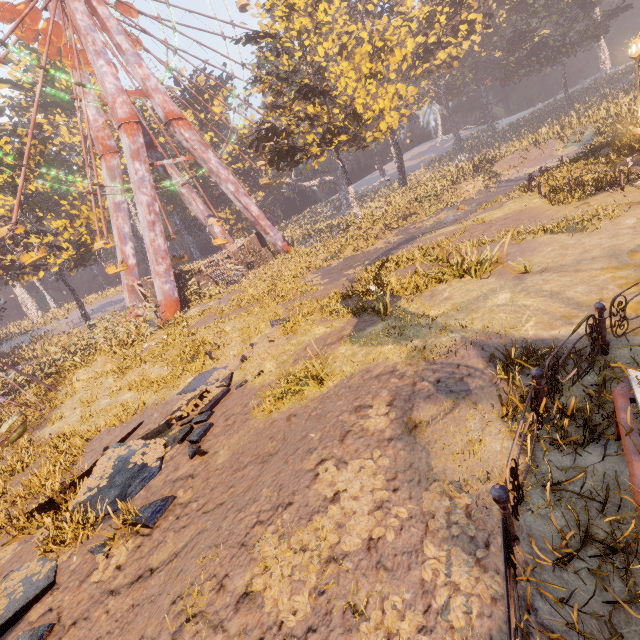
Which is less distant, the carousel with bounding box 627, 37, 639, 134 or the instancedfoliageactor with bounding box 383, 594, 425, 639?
the instancedfoliageactor with bounding box 383, 594, 425, 639

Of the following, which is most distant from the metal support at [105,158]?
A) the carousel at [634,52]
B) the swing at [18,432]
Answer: the carousel at [634,52]

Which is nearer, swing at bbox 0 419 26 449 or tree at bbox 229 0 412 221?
swing at bbox 0 419 26 449

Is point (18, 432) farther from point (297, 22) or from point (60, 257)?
point (297, 22)

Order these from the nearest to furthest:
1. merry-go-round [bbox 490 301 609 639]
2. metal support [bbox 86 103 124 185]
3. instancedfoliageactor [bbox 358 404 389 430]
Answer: merry-go-round [bbox 490 301 609 639] → instancedfoliageactor [bbox 358 404 389 430] → metal support [bbox 86 103 124 185]

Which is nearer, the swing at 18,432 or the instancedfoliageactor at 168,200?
the swing at 18,432

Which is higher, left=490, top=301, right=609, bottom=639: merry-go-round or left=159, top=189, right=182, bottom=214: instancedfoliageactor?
left=159, top=189, right=182, bottom=214: instancedfoliageactor

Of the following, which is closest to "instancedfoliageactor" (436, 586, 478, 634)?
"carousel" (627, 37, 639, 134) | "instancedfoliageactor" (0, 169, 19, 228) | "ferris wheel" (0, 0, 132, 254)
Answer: "carousel" (627, 37, 639, 134)
